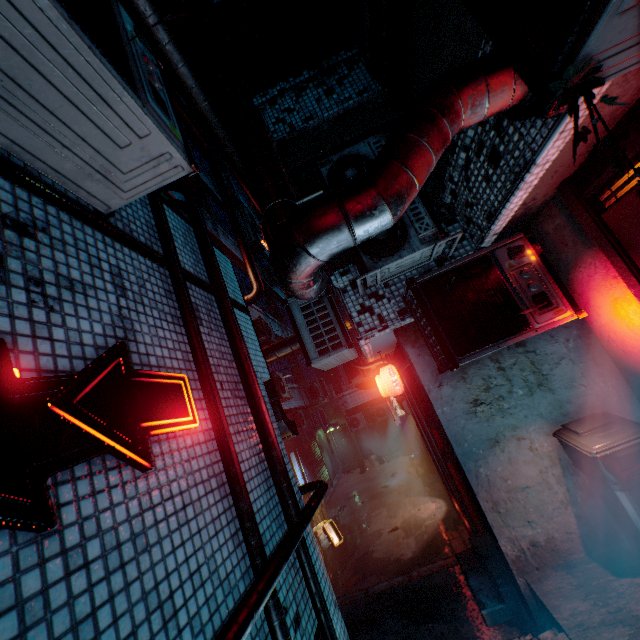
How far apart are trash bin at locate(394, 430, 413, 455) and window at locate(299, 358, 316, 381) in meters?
4.5

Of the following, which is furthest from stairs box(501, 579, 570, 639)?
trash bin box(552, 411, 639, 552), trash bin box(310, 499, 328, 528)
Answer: trash bin box(310, 499, 328, 528)

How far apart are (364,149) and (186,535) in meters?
3.8

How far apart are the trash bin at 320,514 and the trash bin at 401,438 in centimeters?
597cm

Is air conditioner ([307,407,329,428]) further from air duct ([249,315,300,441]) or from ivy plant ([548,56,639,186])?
ivy plant ([548,56,639,186])

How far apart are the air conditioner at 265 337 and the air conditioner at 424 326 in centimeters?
593cm

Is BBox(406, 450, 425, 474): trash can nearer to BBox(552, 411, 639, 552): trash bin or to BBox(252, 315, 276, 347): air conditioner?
BBox(252, 315, 276, 347): air conditioner

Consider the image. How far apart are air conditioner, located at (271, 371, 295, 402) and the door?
10.3m
